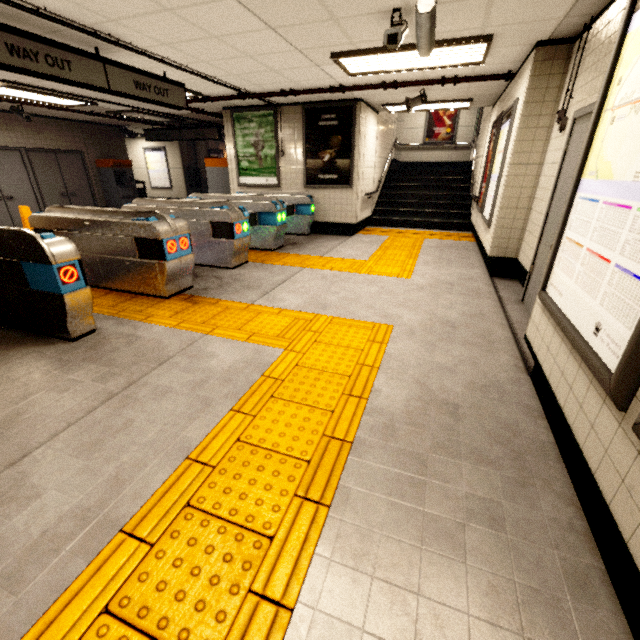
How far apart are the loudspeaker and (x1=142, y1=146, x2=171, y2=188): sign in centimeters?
1237cm

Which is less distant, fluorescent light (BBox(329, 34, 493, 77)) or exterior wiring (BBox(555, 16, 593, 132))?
exterior wiring (BBox(555, 16, 593, 132))

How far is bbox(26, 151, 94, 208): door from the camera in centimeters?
951cm

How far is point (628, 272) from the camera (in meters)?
1.33

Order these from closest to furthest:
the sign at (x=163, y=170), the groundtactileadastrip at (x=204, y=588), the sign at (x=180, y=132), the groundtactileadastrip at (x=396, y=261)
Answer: the groundtactileadastrip at (x=204, y=588)
the groundtactileadastrip at (x=396, y=261)
the sign at (x=180, y=132)
the sign at (x=163, y=170)

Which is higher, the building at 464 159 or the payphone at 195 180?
the building at 464 159

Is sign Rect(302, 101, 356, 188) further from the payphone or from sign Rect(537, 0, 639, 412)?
the payphone

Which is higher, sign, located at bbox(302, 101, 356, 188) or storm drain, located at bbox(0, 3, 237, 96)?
storm drain, located at bbox(0, 3, 237, 96)
